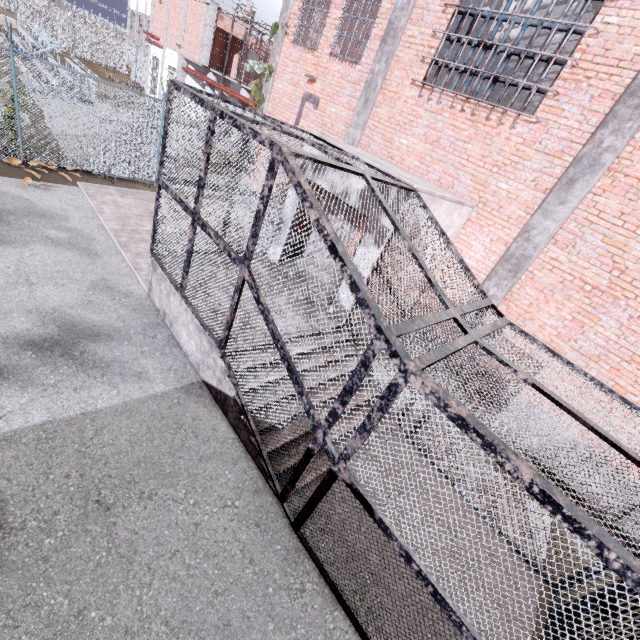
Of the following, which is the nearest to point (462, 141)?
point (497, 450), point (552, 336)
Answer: point (552, 336)

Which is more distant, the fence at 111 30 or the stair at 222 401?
the fence at 111 30

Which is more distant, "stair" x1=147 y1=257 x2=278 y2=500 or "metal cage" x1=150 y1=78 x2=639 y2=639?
"stair" x1=147 y1=257 x2=278 y2=500

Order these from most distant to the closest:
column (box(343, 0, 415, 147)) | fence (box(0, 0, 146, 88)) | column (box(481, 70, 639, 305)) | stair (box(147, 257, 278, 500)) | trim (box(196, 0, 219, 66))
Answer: fence (box(0, 0, 146, 88)), trim (box(196, 0, 219, 66)), column (box(343, 0, 415, 147)), column (box(481, 70, 639, 305)), stair (box(147, 257, 278, 500))

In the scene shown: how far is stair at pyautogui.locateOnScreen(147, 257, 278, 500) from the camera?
4.8 meters

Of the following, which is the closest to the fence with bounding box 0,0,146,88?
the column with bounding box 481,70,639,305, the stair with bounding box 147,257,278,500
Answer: the stair with bounding box 147,257,278,500

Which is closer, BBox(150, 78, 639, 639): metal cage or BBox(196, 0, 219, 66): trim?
BBox(150, 78, 639, 639): metal cage

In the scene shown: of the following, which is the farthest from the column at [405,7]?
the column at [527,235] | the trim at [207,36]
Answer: the trim at [207,36]
